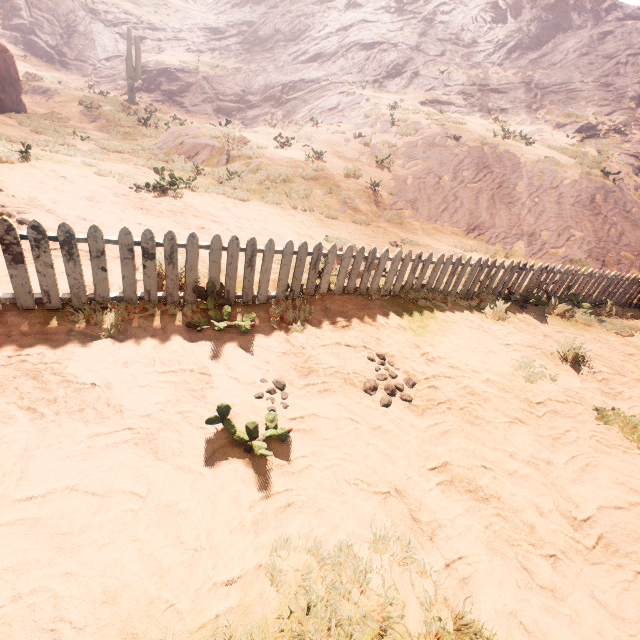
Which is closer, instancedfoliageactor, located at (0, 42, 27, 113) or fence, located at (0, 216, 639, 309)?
fence, located at (0, 216, 639, 309)

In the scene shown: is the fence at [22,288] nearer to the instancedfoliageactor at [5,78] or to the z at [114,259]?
the z at [114,259]

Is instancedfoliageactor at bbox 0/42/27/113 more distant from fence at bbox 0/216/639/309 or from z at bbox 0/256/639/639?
fence at bbox 0/216/639/309

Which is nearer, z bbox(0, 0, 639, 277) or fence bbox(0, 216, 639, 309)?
fence bbox(0, 216, 639, 309)

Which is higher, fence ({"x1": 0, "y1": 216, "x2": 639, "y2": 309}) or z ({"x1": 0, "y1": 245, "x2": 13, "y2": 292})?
fence ({"x1": 0, "y1": 216, "x2": 639, "y2": 309})

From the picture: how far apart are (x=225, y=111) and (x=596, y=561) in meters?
36.3 m
